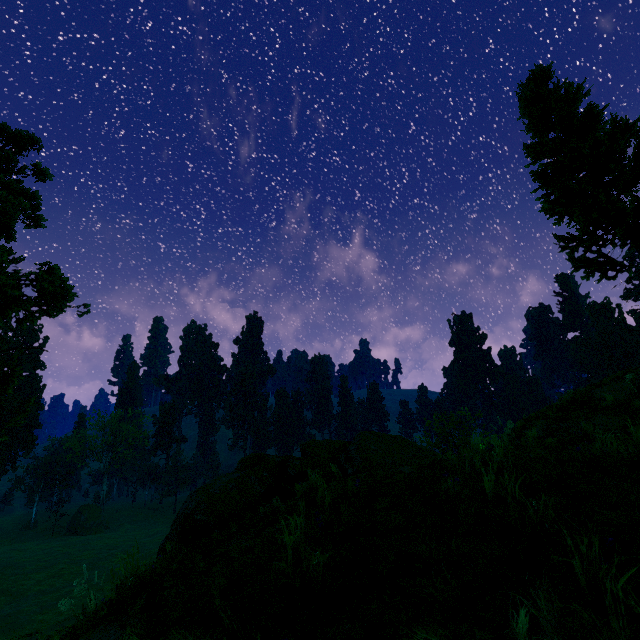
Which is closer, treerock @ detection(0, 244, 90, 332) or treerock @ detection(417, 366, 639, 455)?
treerock @ detection(417, 366, 639, 455)

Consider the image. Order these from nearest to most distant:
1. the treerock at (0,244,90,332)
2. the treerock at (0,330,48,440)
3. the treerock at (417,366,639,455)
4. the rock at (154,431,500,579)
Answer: the rock at (154,431,500,579) → the treerock at (417,366,639,455) → the treerock at (0,330,48,440) → the treerock at (0,244,90,332)

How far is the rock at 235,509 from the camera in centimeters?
471cm

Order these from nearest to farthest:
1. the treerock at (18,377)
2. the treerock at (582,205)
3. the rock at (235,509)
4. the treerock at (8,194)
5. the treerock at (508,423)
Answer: the rock at (235,509) < the treerock at (508,423) < the treerock at (582,205) < the treerock at (18,377) < the treerock at (8,194)

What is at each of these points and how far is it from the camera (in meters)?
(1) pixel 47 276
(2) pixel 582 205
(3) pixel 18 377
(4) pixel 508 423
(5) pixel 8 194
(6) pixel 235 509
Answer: (1) treerock, 16.45
(2) treerock, 13.61
(3) treerock, 15.83
(4) treerock, 8.23
(5) treerock, 19.78
(6) rock, 6.50

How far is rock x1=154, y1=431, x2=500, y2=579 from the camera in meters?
4.7

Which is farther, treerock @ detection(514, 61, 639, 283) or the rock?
treerock @ detection(514, 61, 639, 283)
